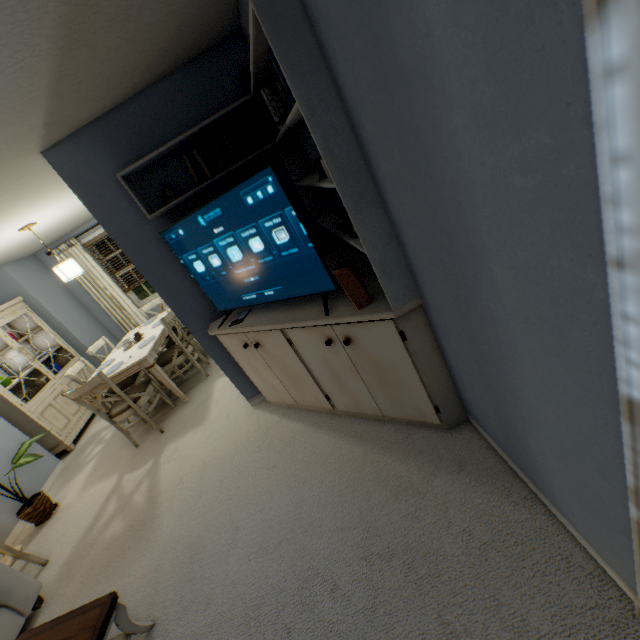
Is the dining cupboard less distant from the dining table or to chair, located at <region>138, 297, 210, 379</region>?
the dining table

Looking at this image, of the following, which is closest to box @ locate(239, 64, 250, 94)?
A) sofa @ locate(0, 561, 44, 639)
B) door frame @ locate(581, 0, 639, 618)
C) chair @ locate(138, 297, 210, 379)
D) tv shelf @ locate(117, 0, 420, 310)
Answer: tv shelf @ locate(117, 0, 420, 310)

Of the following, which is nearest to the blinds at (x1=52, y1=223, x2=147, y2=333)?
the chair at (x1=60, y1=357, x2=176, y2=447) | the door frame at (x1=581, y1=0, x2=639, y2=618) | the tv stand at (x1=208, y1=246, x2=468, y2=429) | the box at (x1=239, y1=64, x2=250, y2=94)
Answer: the chair at (x1=60, y1=357, x2=176, y2=447)

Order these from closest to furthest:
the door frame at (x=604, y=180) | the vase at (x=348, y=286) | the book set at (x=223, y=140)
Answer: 1. the door frame at (x=604, y=180)
2. the vase at (x=348, y=286)
3. the book set at (x=223, y=140)

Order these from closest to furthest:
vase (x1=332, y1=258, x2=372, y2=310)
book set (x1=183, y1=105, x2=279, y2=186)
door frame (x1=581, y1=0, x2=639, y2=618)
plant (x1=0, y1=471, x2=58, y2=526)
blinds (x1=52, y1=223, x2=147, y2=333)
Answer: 1. door frame (x1=581, y1=0, x2=639, y2=618)
2. vase (x1=332, y1=258, x2=372, y2=310)
3. book set (x1=183, y1=105, x2=279, y2=186)
4. plant (x1=0, y1=471, x2=58, y2=526)
5. blinds (x1=52, y1=223, x2=147, y2=333)

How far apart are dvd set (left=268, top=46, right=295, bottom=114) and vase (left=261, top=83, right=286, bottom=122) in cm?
65

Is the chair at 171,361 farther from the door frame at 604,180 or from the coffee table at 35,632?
the door frame at 604,180

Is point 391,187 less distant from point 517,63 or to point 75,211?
point 517,63
